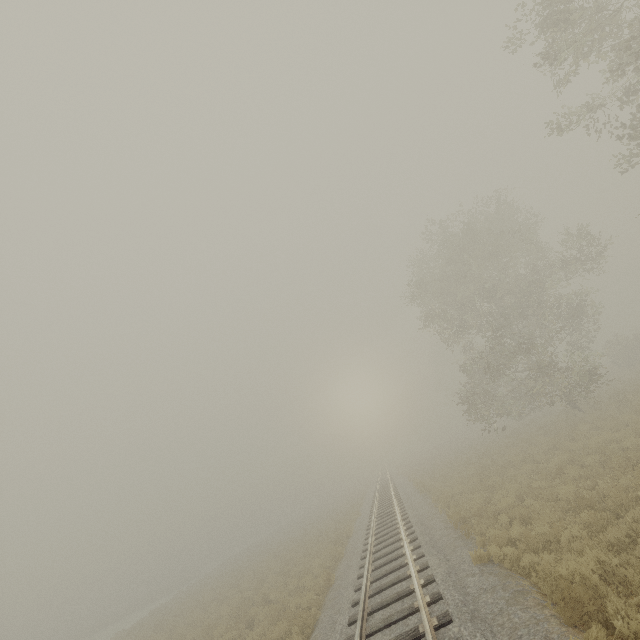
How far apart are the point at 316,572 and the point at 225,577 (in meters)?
20.66

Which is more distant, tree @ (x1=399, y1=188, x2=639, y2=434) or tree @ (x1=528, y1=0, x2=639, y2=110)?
tree @ (x1=399, y1=188, x2=639, y2=434)

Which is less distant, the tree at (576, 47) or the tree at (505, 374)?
the tree at (576, 47)
